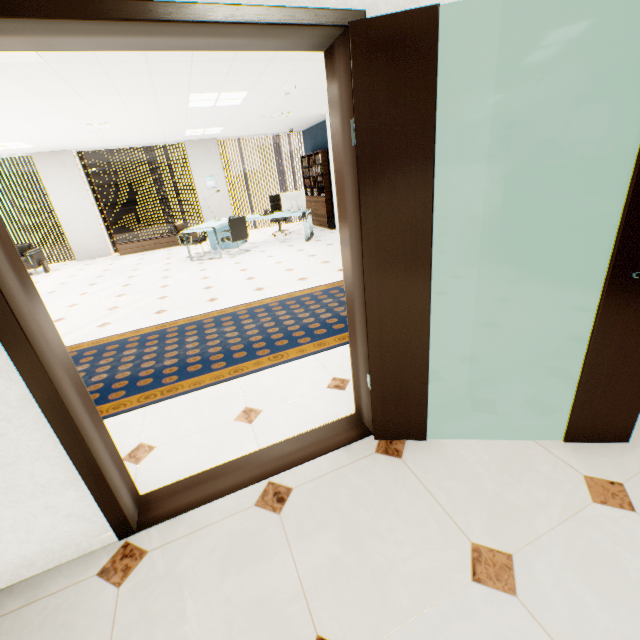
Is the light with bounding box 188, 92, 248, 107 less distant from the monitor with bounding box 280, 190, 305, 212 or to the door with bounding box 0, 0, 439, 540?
the monitor with bounding box 280, 190, 305, 212

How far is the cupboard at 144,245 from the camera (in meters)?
9.88

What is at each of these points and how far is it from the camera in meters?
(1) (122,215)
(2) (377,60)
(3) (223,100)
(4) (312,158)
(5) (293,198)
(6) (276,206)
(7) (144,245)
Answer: (1) building, 57.1
(2) door, 1.2
(3) light, 5.9
(4) book, 10.0
(5) monitor, 8.3
(6) chair, 10.0
(7) cupboard, 10.0

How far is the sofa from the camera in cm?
841

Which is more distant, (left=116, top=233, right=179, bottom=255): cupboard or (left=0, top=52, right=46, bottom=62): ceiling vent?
(left=116, top=233, right=179, bottom=255): cupboard

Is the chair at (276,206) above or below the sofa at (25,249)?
above

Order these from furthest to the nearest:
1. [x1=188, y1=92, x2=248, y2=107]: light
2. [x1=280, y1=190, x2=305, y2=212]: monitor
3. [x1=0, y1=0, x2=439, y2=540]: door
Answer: [x1=280, y1=190, x2=305, y2=212]: monitor, [x1=188, y1=92, x2=248, y2=107]: light, [x1=0, y1=0, x2=439, y2=540]: door

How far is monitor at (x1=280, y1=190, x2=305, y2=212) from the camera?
8.2 meters
